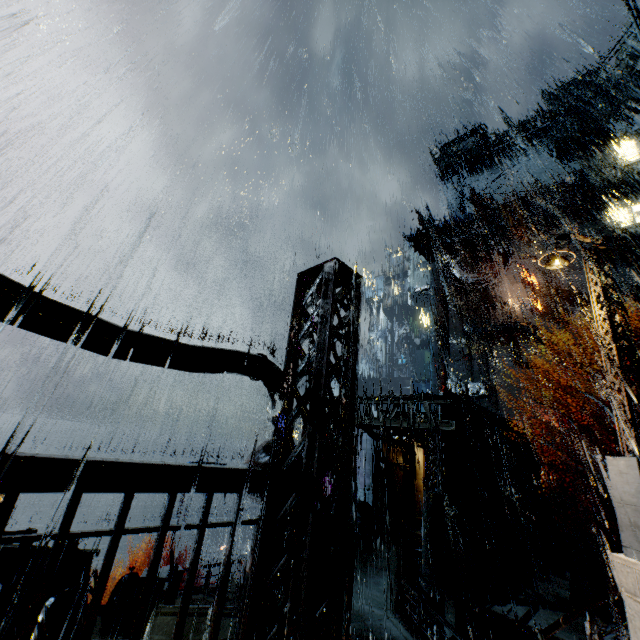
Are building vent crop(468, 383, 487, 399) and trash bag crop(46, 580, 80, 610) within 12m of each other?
no

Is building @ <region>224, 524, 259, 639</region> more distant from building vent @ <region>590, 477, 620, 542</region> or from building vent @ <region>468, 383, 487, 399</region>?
building vent @ <region>590, 477, 620, 542</region>

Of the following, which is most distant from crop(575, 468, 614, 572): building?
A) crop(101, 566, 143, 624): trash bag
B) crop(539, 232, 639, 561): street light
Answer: crop(539, 232, 639, 561): street light

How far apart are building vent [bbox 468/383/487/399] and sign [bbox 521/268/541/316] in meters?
11.4

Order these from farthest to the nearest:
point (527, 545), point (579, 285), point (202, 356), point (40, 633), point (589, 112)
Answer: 1. point (589, 112)
2. point (579, 285)
3. point (527, 545)
4. point (40, 633)
5. point (202, 356)

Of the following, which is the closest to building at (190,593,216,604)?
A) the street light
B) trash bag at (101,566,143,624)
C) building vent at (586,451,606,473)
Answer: trash bag at (101,566,143,624)

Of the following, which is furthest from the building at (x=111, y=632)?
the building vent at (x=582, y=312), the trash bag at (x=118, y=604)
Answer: the trash bag at (x=118, y=604)

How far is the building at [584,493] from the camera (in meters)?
24.61
